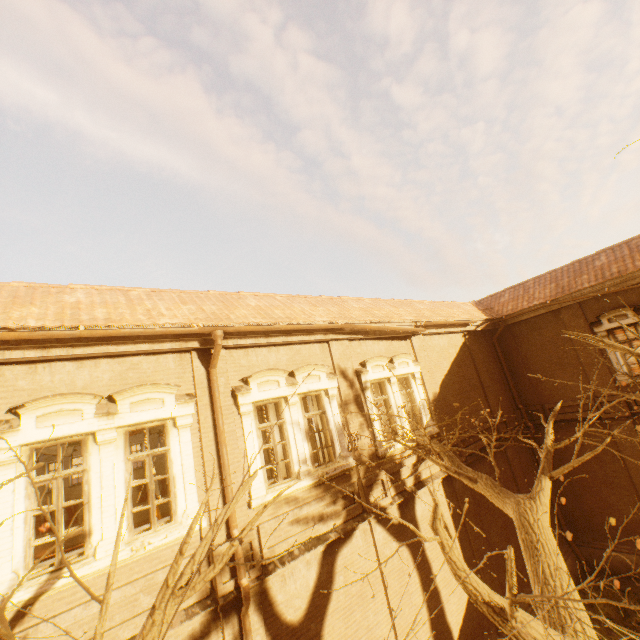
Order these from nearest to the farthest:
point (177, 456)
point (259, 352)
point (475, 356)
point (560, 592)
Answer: point (560, 592)
point (177, 456)
point (259, 352)
point (475, 356)

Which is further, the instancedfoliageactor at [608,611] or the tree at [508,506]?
the instancedfoliageactor at [608,611]

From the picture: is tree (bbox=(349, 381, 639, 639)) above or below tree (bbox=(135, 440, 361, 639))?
below

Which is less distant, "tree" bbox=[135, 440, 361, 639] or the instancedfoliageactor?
"tree" bbox=[135, 440, 361, 639]

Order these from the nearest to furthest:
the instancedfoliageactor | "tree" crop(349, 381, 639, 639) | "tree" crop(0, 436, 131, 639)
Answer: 1. "tree" crop(0, 436, 131, 639)
2. "tree" crop(349, 381, 639, 639)
3. the instancedfoliageactor

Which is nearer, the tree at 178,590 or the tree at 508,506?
the tree at 178,590

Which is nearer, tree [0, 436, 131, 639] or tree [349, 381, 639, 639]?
tree [0, 436, 131, 639]
